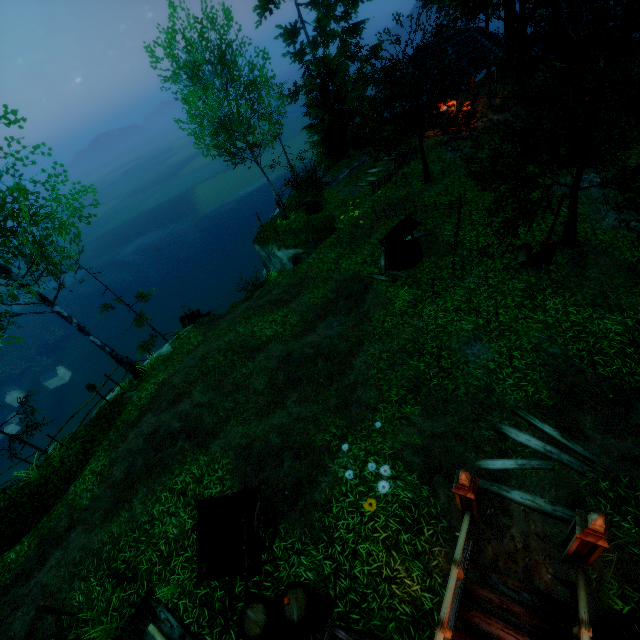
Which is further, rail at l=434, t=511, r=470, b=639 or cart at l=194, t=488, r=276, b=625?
cart at l=194, t=488, r=276, b=625

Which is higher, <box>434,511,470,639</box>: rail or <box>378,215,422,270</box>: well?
<box>434,511,470,639</box>: rail

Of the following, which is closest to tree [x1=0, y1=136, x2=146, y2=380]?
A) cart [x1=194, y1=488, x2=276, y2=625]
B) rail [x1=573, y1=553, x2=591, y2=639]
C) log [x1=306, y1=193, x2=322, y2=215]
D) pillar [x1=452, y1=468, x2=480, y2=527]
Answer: pillar [x1=452, y1=468, x2=480, y2=527]

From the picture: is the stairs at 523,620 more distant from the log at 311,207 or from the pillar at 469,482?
the log at 311,207

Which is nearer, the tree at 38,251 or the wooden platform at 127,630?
the wooden platform at 127,630

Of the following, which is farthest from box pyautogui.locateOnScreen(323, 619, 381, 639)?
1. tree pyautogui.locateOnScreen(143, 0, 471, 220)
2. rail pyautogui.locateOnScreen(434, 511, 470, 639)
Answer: tree pyautogui.locateOnScreen(143, 0, 471, 220)

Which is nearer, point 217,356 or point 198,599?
point 198,599

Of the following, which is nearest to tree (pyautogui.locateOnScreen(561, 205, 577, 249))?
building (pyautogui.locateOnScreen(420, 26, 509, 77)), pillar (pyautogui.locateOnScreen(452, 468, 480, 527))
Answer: building (pyautogui.locateOnScreen(420, 26, 509, 77))
